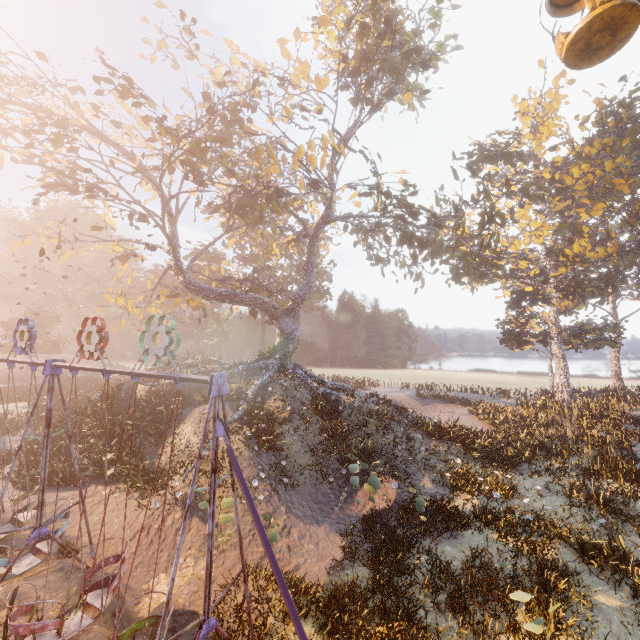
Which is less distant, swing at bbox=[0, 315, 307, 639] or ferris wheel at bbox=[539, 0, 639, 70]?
swing at bbox=[0, 315, 307, 639]

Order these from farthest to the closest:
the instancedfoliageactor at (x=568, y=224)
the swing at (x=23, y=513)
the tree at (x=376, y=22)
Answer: the tree at (x=376, y=22), the instancedfoliageactor at (x=568, y=224), the swing at (x=23, y=513)

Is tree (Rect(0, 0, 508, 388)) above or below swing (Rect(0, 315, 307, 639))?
above

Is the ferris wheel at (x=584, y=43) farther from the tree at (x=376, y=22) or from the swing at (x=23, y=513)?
the swing at (x=23, y=513)

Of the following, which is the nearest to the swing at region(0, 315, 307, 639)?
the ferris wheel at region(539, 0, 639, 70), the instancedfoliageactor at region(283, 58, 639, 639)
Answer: the ferris wheel at region(539, 0, 639, 70)

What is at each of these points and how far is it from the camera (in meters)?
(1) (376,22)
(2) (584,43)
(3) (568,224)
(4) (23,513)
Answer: (1) tree, 18.56
(2) ferris wheel, 8.46
(3) instancedfoliageactor, 33.22
(4) swing, 11.21

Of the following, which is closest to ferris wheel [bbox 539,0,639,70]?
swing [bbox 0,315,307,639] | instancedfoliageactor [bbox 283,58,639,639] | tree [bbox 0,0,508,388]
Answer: tree [bbox 0,0,508,388]

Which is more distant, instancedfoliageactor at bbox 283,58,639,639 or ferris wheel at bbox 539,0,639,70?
instancedfoliageactor at bbox 283,58,639,639
